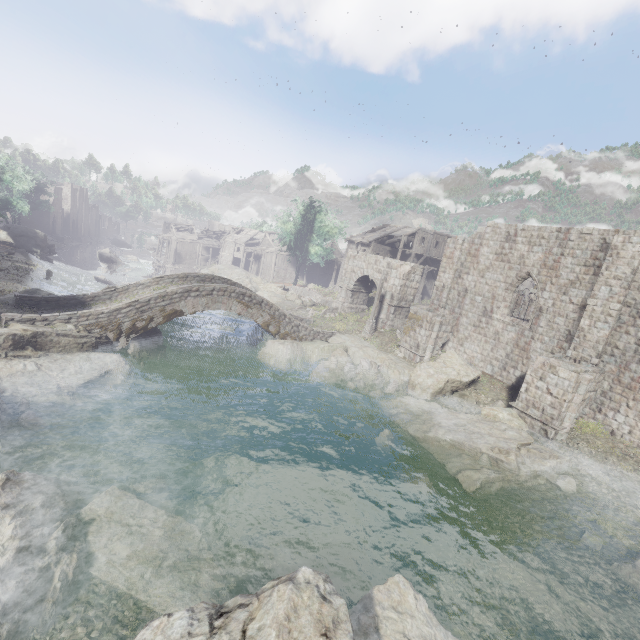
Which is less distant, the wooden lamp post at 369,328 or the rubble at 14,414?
the rubble at 14,414

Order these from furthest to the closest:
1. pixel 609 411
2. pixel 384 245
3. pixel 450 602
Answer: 1. pixel 384 245
2. pixel 609 411
3. pixel 450 602

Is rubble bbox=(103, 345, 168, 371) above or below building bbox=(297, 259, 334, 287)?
below

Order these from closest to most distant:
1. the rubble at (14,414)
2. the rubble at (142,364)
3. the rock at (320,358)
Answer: the rubble at (14,414), the rubble at (142,364), the rock at (320,358)

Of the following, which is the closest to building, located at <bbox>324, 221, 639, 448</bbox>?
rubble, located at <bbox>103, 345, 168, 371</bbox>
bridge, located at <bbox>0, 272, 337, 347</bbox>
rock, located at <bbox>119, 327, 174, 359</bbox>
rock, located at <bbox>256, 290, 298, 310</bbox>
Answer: rock, located at <bbox>256, 290, 298, 310</bbox>

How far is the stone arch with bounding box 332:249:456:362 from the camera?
22.78m

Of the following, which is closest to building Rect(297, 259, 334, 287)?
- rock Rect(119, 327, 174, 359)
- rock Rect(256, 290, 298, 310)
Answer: rock Rect(256, 290, 298, 310)
